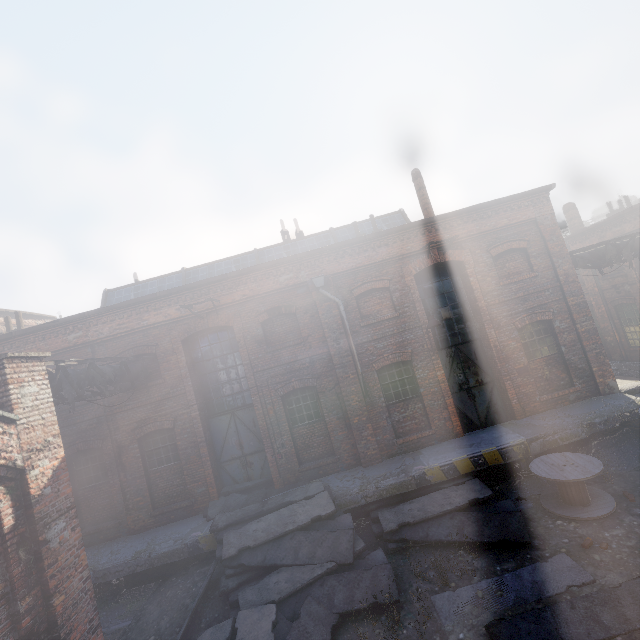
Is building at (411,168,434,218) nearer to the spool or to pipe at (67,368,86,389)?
the spool

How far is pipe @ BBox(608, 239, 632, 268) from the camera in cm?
1215

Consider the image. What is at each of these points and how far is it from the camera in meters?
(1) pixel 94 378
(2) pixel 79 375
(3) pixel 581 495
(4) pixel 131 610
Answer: (1) pipe, 8.6
(2) pipe, 8.1
(3) spool, 7.9
(4) building, 8.8

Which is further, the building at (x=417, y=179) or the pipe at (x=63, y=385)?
the building at (x=417, y=179)

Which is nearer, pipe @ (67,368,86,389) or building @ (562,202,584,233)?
pipe @ (67,368,86,389)

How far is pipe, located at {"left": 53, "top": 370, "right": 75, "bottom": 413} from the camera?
7.3 meters

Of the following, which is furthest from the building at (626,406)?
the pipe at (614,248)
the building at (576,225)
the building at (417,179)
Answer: the building at (576,225)

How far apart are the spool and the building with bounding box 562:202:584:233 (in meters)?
18.69
